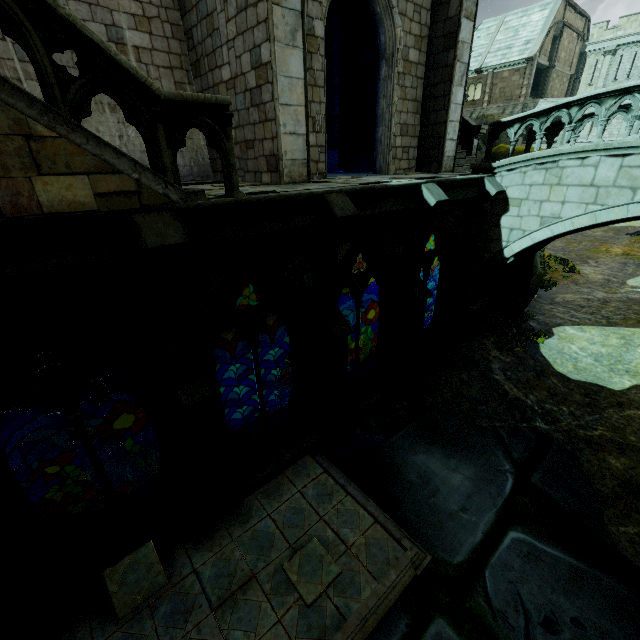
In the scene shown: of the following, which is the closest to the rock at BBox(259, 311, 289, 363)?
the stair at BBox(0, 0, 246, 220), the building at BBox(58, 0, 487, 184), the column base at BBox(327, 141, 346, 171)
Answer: the building at BBox(58, 0, 487, 184)

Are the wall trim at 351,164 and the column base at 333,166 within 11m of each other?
yes

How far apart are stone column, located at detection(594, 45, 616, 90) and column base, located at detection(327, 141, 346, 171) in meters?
37.7 m

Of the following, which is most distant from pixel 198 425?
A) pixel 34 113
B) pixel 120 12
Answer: pixel 120 12

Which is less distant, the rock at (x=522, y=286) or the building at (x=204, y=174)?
the building at (x=204, y=174)

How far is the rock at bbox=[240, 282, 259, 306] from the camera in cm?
2606

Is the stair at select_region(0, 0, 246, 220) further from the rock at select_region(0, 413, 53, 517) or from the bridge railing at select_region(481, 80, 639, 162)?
the bridge railing at select_region(481, 80, 639, 162)

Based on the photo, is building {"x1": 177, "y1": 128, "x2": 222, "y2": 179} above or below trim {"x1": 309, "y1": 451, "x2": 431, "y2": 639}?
above
